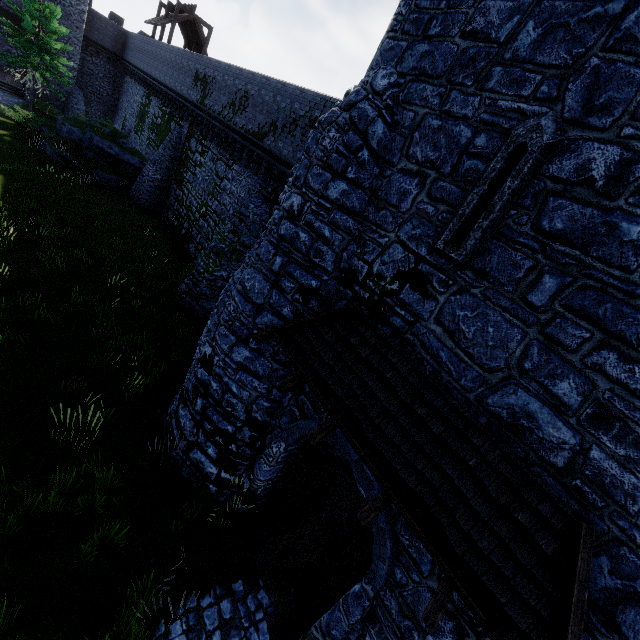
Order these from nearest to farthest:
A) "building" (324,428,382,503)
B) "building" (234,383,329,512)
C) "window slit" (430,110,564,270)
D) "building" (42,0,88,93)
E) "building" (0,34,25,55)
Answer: "window slit" (430,110,564,270) → "building" (324,428,382,503) → "building" (234,383,329,512) → "building" (0,34,25,55) → "building" (42,0,88,93)

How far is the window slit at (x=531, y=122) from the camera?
4.2 meters

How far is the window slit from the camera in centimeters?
416cm

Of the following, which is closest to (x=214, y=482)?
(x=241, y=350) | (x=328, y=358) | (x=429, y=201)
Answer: (x=241, y=350)

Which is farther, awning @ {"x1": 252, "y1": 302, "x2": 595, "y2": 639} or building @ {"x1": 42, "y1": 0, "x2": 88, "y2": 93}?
building @ {"x1": 42, "y1": 0, "x2": 88, "y2": 93}

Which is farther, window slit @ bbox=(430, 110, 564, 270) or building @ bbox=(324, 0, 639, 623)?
window slit @ bbox=(430, 110, 564, 270)

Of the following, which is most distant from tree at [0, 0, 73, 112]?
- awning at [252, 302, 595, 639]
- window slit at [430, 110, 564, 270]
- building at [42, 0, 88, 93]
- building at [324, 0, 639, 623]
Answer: window slit at [430, 110, 564, 270]

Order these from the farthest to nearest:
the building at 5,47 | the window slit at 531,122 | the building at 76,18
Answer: the building at 76,18
the building at 5,47
the window slit at 531,122
